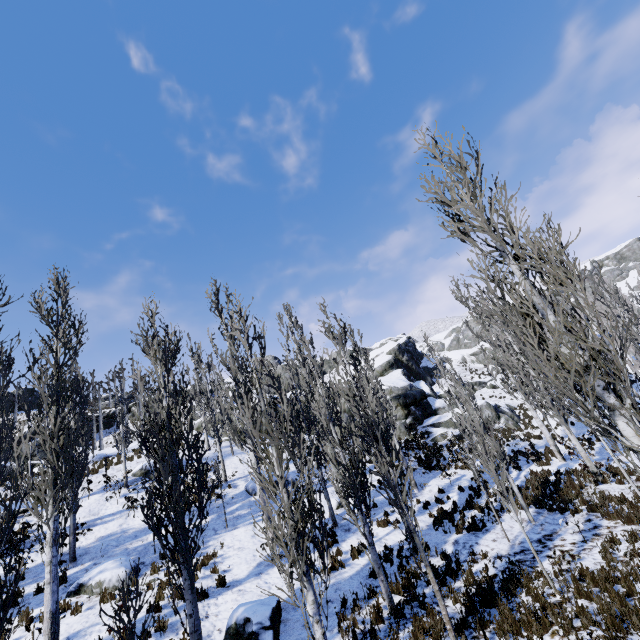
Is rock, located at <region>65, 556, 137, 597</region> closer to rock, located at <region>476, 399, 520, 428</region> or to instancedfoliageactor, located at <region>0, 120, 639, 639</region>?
instancedfoliageactor, located at <region>0, 120, 639, 639</region>

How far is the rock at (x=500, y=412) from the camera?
27.8m

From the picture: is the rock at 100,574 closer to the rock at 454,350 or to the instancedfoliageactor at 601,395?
the instancedfoliageactor at 601,395

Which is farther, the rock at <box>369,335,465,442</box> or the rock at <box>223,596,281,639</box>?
the rock at <box>369,335,465,442</box>

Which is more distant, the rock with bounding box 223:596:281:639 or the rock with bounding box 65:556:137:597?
the rock with bounding box 65:556:137:597

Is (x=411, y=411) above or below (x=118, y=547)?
above

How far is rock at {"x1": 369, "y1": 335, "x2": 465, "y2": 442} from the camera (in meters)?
27.77
